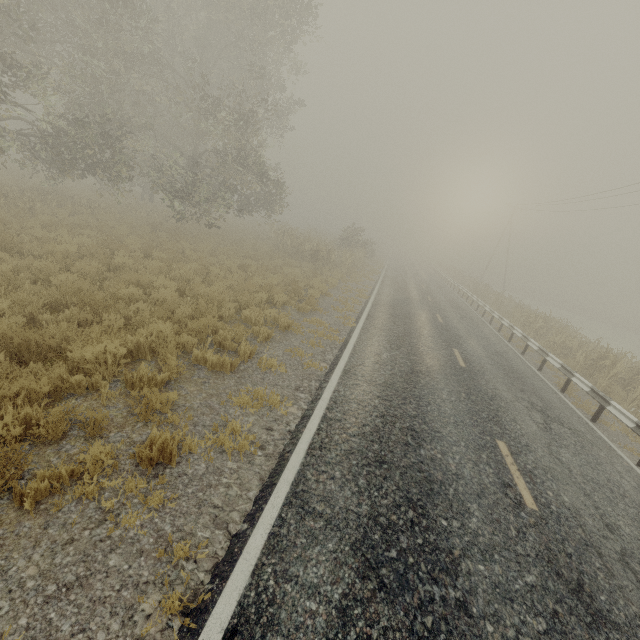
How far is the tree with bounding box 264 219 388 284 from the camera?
21.9m

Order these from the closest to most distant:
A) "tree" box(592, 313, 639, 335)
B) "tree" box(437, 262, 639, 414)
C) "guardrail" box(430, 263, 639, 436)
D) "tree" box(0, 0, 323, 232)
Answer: "guardrail" box(430, 263, 639, 436)
"tree" box(437, 262, 639, 414)
"tree" box(0, 0, 323, 232)
"tree" box(592, 313, 639, 335)

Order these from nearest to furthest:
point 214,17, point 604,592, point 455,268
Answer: point 604,592 < point 214,17 < point 455,268

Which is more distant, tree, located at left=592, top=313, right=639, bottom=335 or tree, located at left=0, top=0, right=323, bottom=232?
tree, located at left=592, top=313, right=639, bottom=335

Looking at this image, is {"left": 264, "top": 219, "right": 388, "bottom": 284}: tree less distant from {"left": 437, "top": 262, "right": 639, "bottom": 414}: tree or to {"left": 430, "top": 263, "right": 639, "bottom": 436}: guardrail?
{"left": 437, "top": 262, "right": 639, "bottom": 414}: tree

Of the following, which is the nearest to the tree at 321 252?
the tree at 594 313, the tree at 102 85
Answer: the tree at 102 85

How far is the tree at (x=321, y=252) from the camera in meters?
21.9 m
